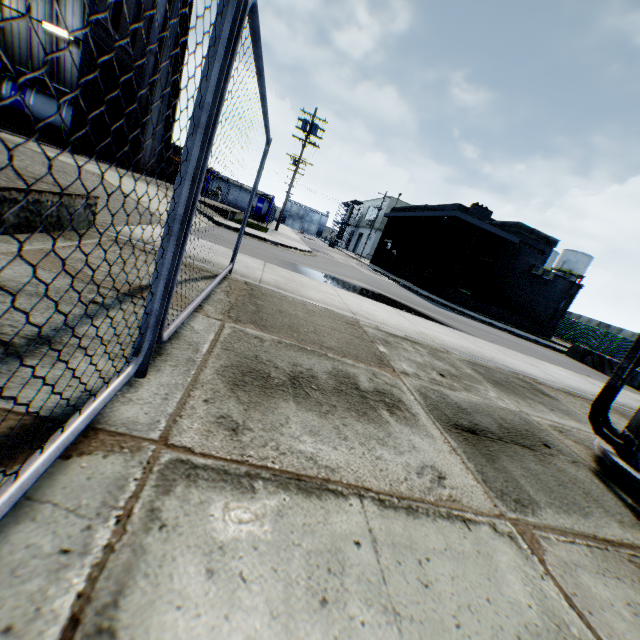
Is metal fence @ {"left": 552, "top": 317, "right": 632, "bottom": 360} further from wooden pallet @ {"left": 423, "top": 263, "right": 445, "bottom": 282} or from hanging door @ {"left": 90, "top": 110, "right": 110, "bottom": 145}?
wooden pallet @ {"left": 423, "top": 263, "right": 445, "bottom": 282}

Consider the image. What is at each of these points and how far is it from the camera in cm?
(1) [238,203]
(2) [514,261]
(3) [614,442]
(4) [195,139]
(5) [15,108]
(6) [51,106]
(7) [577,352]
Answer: (1) tank container, 3378
(2) building, 2450
(3) electrical compensator, 336
(4) metal fence, 150
(5) tank container, 1794
(6) tank container, 1802
(7) concrete block, 1828

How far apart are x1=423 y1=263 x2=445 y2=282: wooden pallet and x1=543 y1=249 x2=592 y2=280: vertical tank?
33.6m

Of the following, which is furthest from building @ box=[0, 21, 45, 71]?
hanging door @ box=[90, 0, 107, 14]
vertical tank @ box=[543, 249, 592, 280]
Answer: vertical tank @ box=[543, 249, 592, 280]

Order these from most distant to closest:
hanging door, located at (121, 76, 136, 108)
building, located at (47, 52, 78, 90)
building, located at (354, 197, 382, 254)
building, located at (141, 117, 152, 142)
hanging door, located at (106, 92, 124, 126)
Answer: building, located at (354, 197, 382, 254) < building, located at (47, 52, 78, 90) < building, located at (141, 117, 152, 142) < hanging door, located at (121, 76, 136, 108) < hanging door, located at (106, 92, 124, 126)

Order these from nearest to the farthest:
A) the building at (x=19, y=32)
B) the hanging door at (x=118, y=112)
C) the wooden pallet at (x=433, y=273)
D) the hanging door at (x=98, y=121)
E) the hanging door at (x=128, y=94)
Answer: the hanging door at (x=98, y=121) < the hanging door at (x=118, y=112) < the hanging door at (x=128, y=94) < the building at (x=19, y=32) < the wooden pallet at (x=433, y=273)

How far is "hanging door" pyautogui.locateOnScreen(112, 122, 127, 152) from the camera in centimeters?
1586cm

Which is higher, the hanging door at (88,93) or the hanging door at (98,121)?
the hanging door at (88,93)
